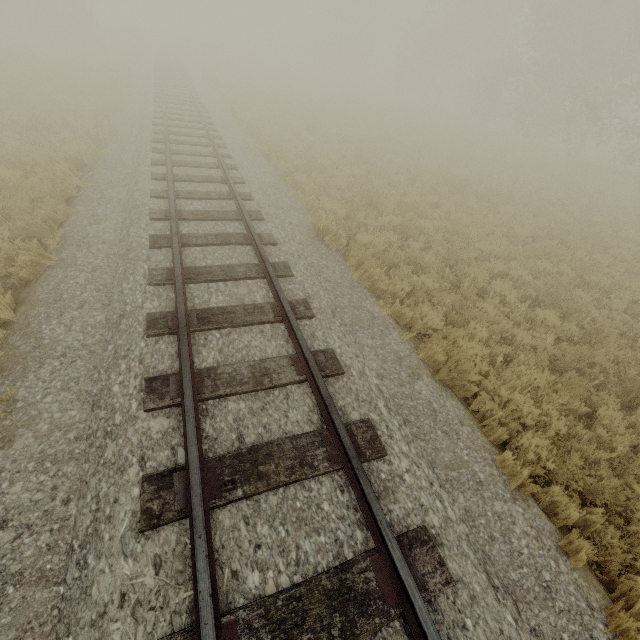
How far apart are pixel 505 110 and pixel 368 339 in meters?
33.7

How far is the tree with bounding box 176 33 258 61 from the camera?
47.8m

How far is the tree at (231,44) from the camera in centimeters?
4776cm
